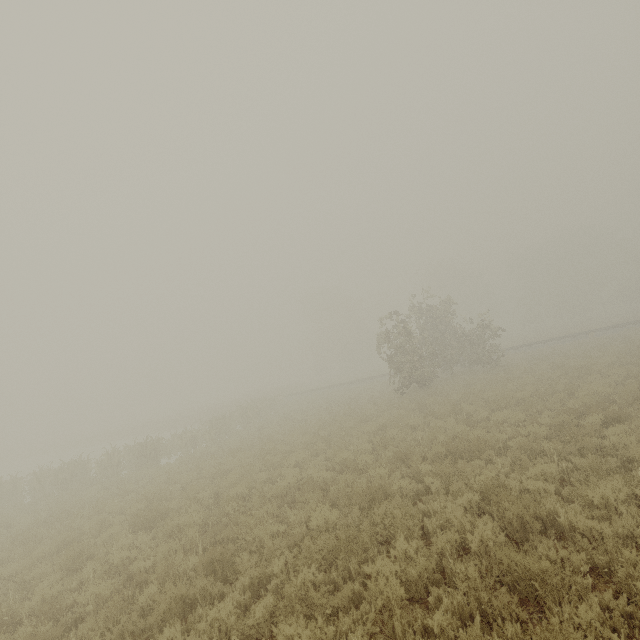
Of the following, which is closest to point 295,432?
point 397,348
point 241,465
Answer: point 241,465
